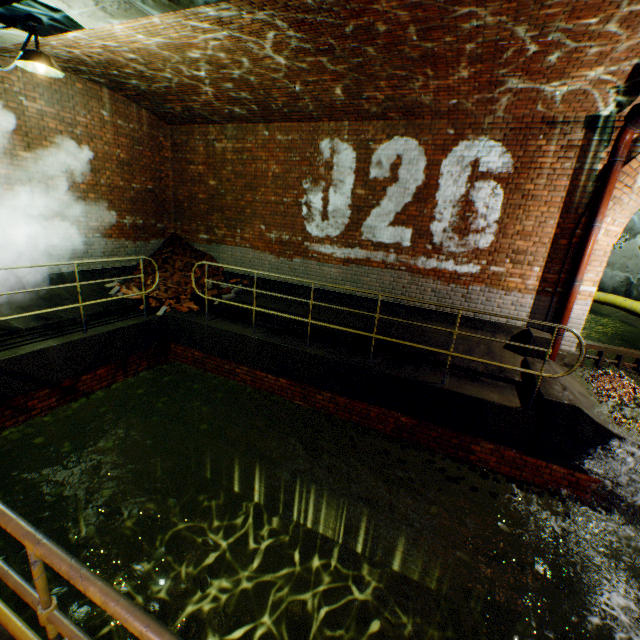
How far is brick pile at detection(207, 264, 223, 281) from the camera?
9.1m

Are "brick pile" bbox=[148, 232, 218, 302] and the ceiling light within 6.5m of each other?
yes

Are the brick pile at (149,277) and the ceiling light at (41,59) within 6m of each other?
yes

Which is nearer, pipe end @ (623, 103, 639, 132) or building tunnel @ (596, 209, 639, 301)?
pipe end @ (623, 103, 639, 132)

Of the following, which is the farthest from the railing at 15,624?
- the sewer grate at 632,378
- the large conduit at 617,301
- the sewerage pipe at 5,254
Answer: the sewer grate at 632,378

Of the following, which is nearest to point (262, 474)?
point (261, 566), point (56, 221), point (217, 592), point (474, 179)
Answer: point (261, 566)

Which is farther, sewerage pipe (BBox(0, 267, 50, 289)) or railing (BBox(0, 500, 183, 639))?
sewerage pipe (BBox(0, 267, 50, 289))

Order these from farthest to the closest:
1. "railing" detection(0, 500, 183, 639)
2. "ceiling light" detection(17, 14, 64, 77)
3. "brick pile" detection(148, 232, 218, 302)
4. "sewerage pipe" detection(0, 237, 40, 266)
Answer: "brick pile" detection(148, 232, 218, 302)
"sewerage pipe" detection(0, 237, 40, 266)
"ceiling light" detection(17, 14, 64, 77)
"railing" detection(0, 500, 183, 639)
